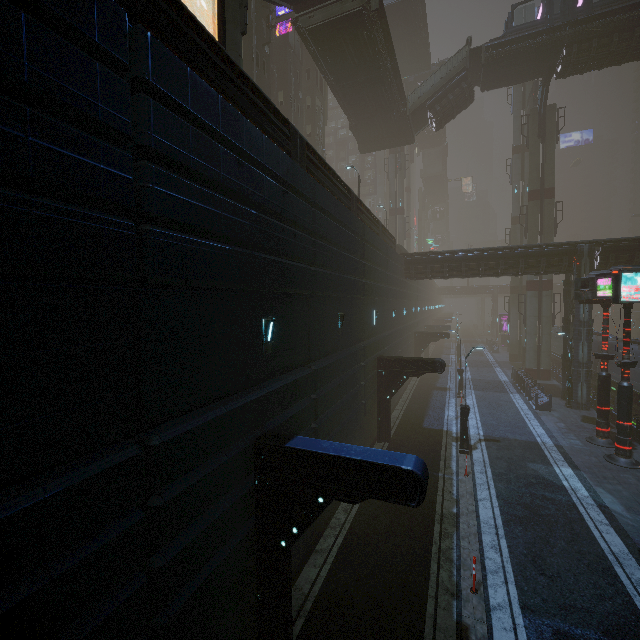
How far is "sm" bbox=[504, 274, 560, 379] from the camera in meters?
32.0

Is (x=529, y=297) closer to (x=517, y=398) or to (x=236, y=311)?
(x=517, y=398)

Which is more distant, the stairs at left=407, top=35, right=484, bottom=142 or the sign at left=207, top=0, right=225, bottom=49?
→ the stairs at left=407, top=35, right=484, bottom=142

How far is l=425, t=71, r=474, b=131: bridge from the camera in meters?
29.6 m

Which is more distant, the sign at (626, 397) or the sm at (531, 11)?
the sm at (531, 11)

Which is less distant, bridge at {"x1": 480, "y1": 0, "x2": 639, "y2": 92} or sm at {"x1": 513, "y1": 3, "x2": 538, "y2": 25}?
bridge at {"x1": 480, "y1": 0, "x2": 639, "y2": 92}

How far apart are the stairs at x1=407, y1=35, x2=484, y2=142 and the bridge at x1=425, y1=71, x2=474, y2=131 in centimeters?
0cm

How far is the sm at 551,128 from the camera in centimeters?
3136cm
